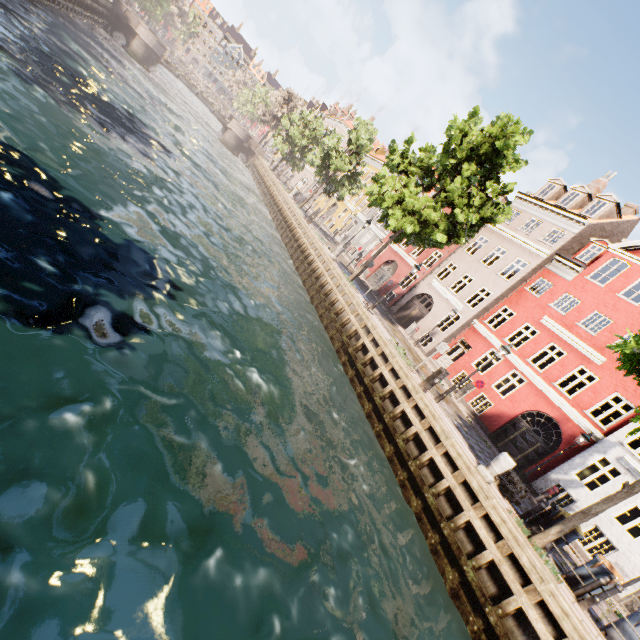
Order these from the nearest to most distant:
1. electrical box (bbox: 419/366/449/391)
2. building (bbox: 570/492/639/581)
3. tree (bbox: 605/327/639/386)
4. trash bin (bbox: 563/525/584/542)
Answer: tree (bbox: 605/327/639/386) < trash bin (bbox: 563/525/584/542) < electrical box (bbox: 419/366/449/391) < building (bbox: 570/492/639/581)

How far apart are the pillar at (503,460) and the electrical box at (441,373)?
3.20m

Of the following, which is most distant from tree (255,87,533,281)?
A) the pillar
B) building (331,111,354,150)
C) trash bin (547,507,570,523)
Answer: building (331,111,354,150)

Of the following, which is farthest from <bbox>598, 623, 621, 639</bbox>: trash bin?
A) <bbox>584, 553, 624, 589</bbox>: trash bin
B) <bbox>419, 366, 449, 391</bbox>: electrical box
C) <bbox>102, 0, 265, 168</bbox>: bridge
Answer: <bbox>102, 0, 265, 168</bbox>: bridge

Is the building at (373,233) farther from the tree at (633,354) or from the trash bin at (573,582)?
the trash bin at (573,582)

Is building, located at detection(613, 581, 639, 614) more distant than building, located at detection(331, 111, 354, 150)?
No

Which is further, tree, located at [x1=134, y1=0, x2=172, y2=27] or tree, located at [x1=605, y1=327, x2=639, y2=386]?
tree, located at [x1=134, y1=0, x2=172, y2=27]

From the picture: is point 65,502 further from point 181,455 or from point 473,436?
point 473,436
